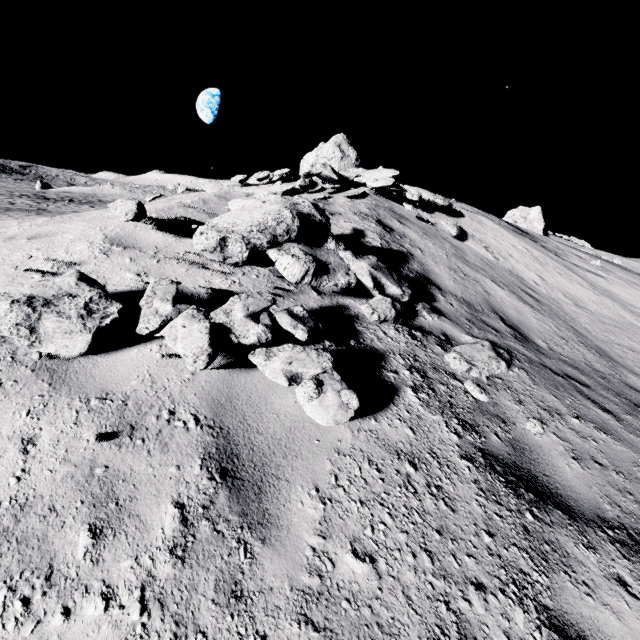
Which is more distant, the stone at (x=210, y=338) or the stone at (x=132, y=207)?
the stone at (x=132, y=207)

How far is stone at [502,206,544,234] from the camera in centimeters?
2634cm

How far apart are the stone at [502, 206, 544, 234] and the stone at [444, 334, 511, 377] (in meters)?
26.05

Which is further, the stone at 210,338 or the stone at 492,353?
the stone at 492,353

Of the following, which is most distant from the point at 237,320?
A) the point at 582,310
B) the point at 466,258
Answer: the point at 582,310

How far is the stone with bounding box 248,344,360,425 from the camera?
2.5m

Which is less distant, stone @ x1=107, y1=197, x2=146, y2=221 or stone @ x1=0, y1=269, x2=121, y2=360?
stone @ x1=0, y1=269, x2=121, y2=360

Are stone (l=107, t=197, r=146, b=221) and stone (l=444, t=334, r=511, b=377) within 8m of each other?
yes
